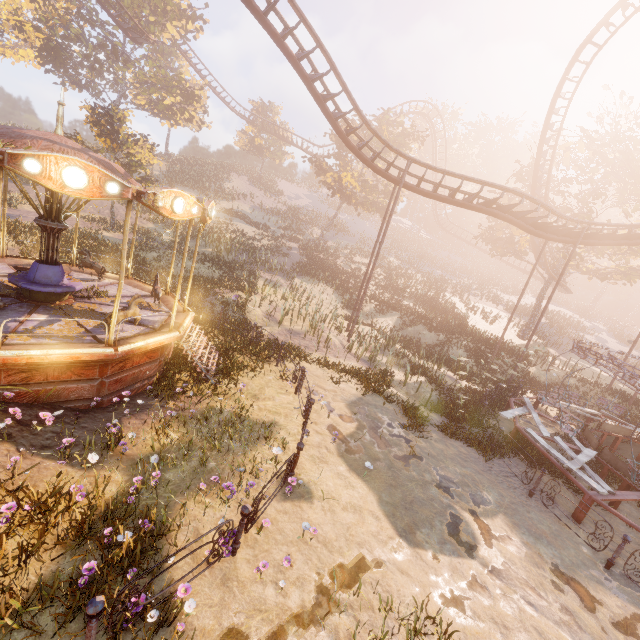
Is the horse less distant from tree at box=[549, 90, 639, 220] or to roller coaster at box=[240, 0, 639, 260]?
roller coaster at box=[240, 0, 639, 260]

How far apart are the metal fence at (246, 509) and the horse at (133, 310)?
4.85m

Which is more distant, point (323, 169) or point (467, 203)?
point (323, 169)

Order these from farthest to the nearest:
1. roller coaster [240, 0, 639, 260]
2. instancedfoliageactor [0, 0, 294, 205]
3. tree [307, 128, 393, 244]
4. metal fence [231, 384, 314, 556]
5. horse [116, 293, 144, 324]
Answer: tree [307, 128, 393, 244] < instancedfoliageactor [0, 0, 294, 205] < roller coaster [240, 0, 639, 260] < horse [116, 293, 144, 324] < metal fence [231, 384, 314, 556]

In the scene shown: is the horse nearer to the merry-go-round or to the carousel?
the carousel

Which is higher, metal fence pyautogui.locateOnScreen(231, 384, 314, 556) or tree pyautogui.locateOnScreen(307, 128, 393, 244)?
tree pyautogui.locateOnScreen(307, 128, 393, 244)

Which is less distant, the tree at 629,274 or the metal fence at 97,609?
the metal fence at 97,609

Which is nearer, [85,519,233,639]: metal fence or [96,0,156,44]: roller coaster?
[85,519,233,639]: metal fence
